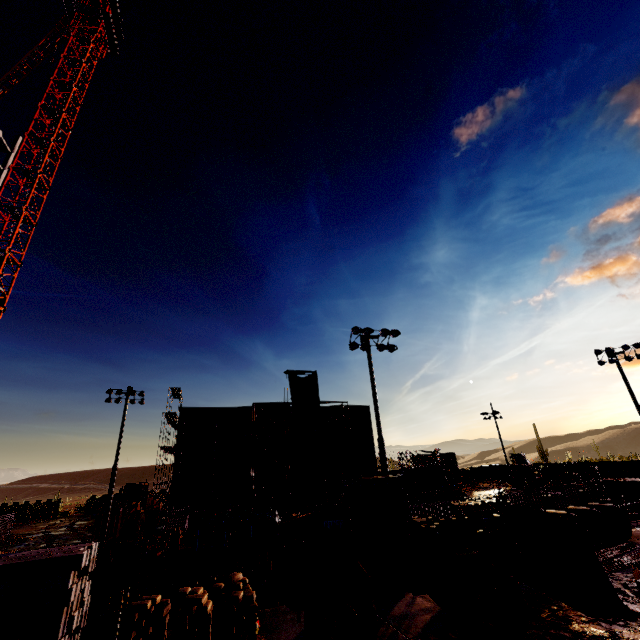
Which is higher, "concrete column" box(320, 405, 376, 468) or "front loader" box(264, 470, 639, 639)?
"concrete column" box(320, 405, 376, 468)

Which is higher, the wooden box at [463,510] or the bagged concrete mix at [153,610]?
the wooden box at [463,510]

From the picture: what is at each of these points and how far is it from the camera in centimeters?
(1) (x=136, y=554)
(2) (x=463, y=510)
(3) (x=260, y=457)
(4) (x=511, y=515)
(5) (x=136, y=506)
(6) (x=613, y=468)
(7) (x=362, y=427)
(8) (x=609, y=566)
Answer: (1) barrier, 2073cm
(2) wooden box, 1462cm
(3) concrete column, 4066cm
(4) front loader, 1230cm
(5) forklift, 2888cm
(6) fence, 4662cm
(7) concrete column, 4525cm
(8) rebar, 1337cm

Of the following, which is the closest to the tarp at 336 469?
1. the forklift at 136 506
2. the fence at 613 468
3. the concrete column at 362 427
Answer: the concrete column at 362 427

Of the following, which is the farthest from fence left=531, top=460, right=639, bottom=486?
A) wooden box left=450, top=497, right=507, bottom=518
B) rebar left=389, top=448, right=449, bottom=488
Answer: wooden box left=450, top=497, right=507, bottom=518

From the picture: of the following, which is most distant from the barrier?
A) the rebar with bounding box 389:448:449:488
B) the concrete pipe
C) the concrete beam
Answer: the rebar with bounding box 389:448:449:488

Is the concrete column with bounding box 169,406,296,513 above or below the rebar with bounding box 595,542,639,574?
above

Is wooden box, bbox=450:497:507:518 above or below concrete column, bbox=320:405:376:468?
below
